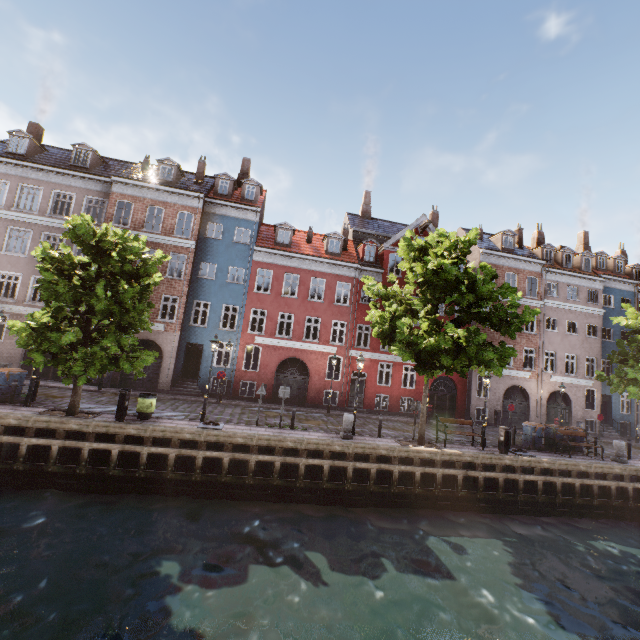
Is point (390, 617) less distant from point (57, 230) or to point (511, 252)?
point (57, 230)

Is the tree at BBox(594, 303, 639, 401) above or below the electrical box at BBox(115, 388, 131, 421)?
above

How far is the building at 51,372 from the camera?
20.6m

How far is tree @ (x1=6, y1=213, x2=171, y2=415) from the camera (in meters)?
11.47

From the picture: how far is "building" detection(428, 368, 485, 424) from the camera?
24.97m

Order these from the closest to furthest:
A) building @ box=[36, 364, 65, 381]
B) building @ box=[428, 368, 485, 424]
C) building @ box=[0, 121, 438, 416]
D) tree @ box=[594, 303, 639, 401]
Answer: tree @ box=[594, 303, 639, 401], building @ box=[36, 364, 65, 381], building @ box=[0, 121, 438, 416], building @ box=[428, 368, 485, 424]

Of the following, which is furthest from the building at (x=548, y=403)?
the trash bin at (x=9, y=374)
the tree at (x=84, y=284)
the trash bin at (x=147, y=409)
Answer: the trash bin at (x=147, y=409)

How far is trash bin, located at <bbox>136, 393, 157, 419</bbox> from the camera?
13.46m
